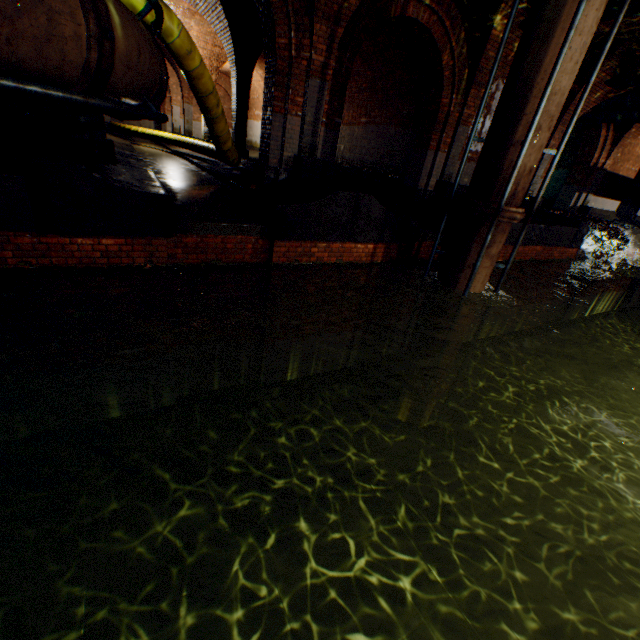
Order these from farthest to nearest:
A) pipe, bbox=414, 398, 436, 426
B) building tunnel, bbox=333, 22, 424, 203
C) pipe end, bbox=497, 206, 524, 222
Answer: building tunnel, bbox=333, 22, 424, 203, pipe, bbox=414, 398, 436, 426, pipe end, bbox=497, 206, 524, 222

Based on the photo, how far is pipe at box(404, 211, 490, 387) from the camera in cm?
627

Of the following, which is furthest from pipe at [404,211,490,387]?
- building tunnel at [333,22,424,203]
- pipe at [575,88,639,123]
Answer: pipe at [575,88,639,123]

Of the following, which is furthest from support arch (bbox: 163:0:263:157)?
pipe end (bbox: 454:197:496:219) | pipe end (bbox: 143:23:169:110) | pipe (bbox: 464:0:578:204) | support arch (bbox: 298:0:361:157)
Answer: pipe end (bbox: 454:197:496:219)

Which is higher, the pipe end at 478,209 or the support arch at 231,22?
the support arch at 231,22

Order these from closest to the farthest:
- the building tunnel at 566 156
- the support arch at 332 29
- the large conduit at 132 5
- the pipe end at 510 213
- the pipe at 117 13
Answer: the pipe at 117 13, the large conduit at 132 5, the pipe end at 510 213, the support arch at 332 29, the building tunnel at 566 156

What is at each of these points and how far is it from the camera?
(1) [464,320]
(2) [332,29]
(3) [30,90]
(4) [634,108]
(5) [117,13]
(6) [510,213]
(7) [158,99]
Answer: (1) pipe, 7.0m
(2) support arch, 6.6m
(3) pipe railing, 2.5m
(4) pipe, 11.2m
(5) pipe, 3.0m
(6) pipe end, 5.8m
(7) pipe end, 4.7m

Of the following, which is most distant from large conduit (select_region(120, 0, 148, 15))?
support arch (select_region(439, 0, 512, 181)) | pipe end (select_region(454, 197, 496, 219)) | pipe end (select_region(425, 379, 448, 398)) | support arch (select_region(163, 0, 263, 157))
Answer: pipe end (select_region(425, 379, 448, 398))
